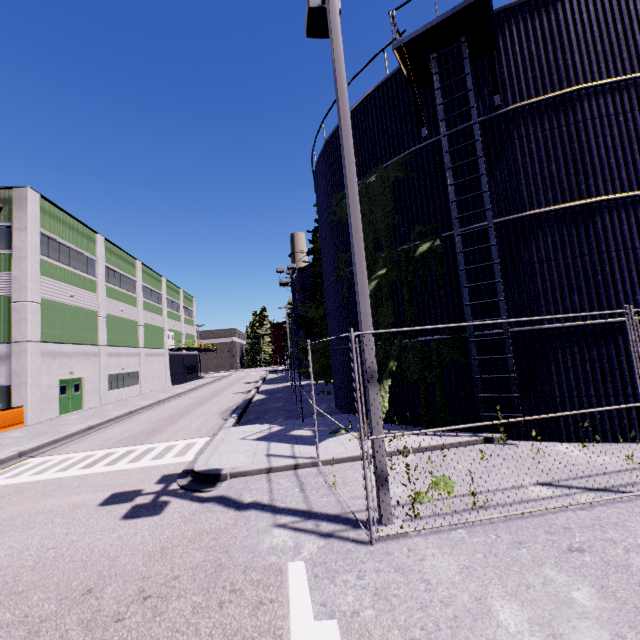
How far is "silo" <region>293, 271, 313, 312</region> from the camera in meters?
34.4

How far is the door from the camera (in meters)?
22.73

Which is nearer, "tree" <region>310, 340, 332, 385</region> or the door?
the door

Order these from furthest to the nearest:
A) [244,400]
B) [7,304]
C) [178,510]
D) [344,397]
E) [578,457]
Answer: [244,400]
[7,304]
[344,397]
[578,457]
[178,510]

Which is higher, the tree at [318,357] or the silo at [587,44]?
the silo at [587,44]

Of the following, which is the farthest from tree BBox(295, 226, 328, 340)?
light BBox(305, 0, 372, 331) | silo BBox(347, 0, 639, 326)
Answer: light BBox(305, 0, 372, 331)

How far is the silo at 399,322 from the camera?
10.77m
